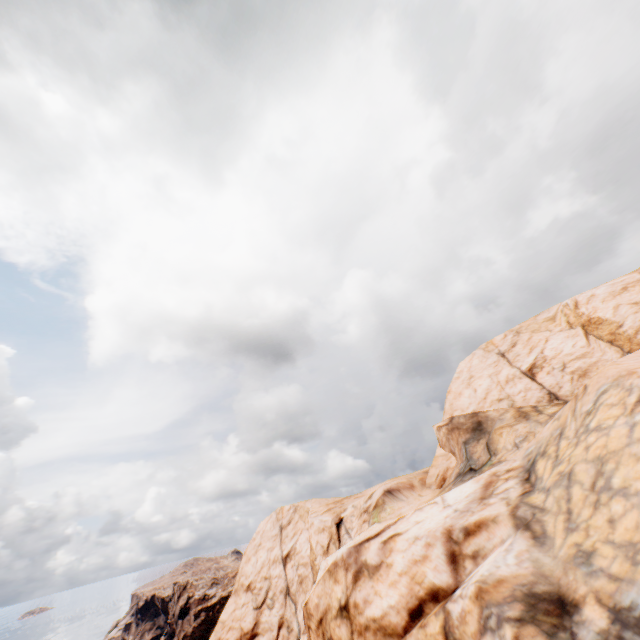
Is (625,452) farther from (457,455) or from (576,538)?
(457,455)
